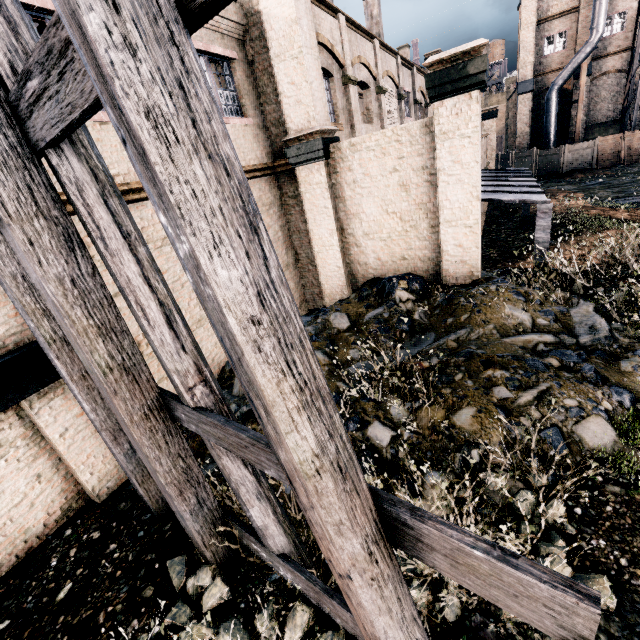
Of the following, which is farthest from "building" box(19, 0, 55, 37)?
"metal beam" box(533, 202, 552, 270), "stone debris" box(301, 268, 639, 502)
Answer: "metal beam" box(533, 202, 552, 270)

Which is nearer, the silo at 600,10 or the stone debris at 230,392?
the stone debris at 230,392

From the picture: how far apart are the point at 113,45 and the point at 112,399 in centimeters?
310cm

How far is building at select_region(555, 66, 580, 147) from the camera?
32.6 meters

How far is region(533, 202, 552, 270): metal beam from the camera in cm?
944

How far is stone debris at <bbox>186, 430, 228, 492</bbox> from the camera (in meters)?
6.05

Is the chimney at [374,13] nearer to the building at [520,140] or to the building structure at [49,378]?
the building at [520,140]

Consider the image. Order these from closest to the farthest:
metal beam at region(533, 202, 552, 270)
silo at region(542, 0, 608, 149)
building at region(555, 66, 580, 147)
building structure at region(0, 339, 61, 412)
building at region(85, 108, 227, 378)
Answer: building structure at region(0, 339, 61, 412) < building at region(85, 108, 227, 378) < metal beam at region(533, 202, 552, 270) < silo at region(542, 0, 608, 149) < building at region(555, 66, 580, 147)
